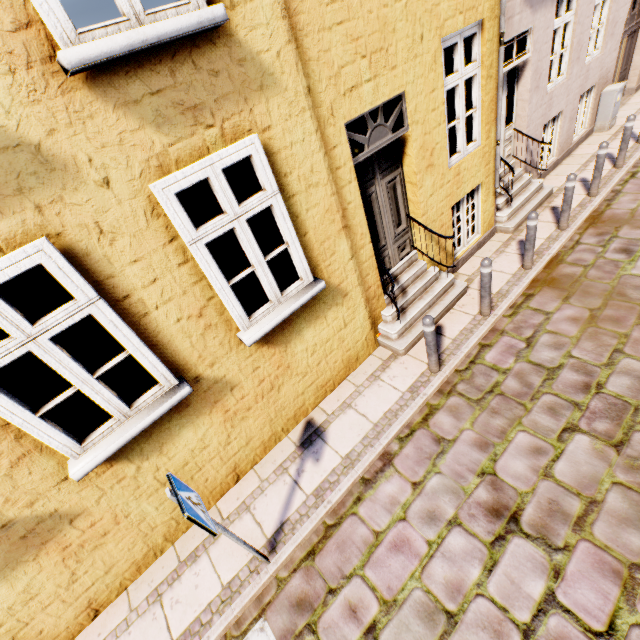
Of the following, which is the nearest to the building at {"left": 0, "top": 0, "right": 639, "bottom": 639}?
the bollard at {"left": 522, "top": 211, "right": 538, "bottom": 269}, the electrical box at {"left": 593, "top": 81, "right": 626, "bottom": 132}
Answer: the electrical box at {"left": 593, "top": 81, "right": 626, "bottom": 132}

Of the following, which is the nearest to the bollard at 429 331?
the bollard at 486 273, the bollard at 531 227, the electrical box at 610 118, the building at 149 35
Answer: the building at 149 35

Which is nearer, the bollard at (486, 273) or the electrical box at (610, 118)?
the bollard at (486, 273)

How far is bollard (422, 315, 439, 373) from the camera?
4.36m

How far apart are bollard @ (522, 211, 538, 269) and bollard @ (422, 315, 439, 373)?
2.8 meters

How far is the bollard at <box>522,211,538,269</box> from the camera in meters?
5.4 m

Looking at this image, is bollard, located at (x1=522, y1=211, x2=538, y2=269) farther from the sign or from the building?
the sign

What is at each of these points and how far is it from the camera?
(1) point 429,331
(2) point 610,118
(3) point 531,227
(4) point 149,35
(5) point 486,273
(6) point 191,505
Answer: (1) bollard, 4.4m
(2) electrical box, 9.1m
(3) bollard, 5.5m
(4) building, 2.3m
(5) bollard, 5.0m
(6) sign, 2.7m
